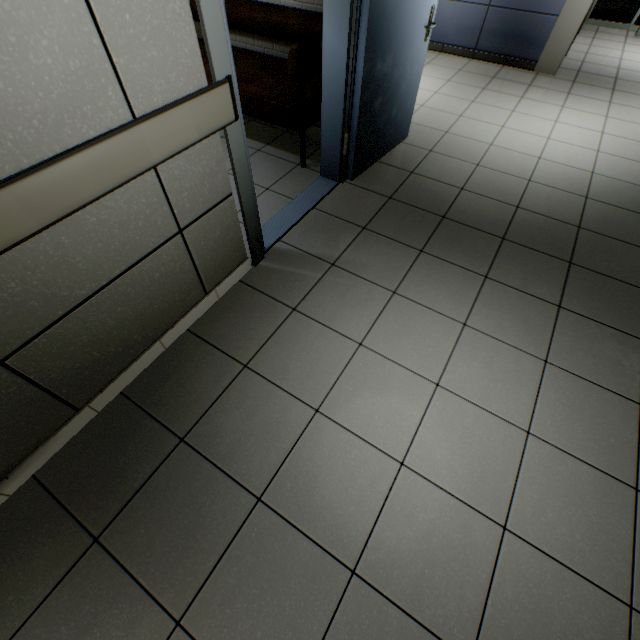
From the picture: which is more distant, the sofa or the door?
the sofa

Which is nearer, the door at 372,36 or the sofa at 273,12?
the door at 372,36

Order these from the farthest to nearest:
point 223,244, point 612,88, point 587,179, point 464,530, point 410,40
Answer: point 612,88, point 587,179, point 410,40, point 223,244, point 464,530
